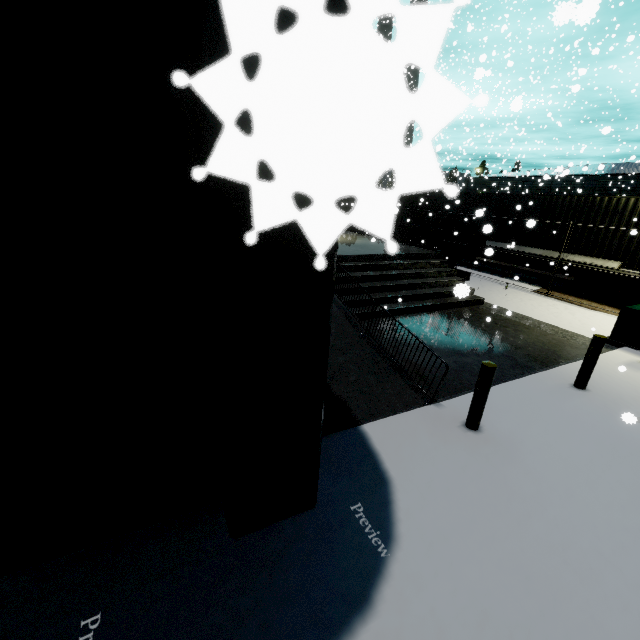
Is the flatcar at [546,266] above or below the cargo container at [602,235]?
below

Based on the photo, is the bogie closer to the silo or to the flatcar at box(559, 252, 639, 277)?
the flatcar at box(559, 252, 639, 277)

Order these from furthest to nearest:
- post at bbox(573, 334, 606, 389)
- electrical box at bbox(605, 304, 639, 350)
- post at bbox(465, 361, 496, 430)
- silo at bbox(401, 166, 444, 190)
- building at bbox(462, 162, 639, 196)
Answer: building at bbox(462, 162, 639, 196) → electrical box at bbox(605, 304, 639, 350) → post at bbox(573, 334, 606, 389) → post at bbox(465, 361, 496, 430) → silo at bbox(401, 166, 444, 190)

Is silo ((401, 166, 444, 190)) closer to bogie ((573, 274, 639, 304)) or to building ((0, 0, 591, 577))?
Answer: building ((0, 0, 591, 577))

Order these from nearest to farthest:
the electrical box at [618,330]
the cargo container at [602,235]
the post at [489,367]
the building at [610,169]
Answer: the post at [489,367], the electrical box at [618,330], the cargo container at [602,235], the building at [610,169]

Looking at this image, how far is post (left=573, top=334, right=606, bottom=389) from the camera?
6.2 meters

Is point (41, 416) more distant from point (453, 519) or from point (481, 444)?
point (481, 444)

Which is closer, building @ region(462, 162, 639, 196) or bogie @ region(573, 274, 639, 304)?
bogie @ region(573, 274, 639, 304)
